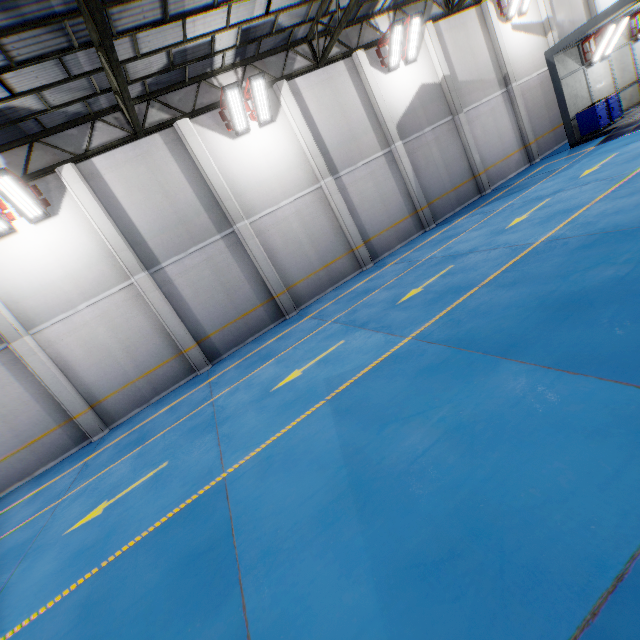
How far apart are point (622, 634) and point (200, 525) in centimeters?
424cm

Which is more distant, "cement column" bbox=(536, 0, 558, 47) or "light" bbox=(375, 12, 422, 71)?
"cement column" bbox=(536, 0, 558, 47)

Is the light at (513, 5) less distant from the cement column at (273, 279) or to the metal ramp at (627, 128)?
the metal ramp at (627, 128)

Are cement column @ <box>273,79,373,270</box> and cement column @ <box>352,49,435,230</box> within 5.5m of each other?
yes

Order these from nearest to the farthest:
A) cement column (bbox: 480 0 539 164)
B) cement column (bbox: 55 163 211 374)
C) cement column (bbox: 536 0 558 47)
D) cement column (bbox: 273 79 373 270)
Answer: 1. cement column (bbox: 55 163 211 374)
2. cement column (bbox: 273 79 373 270)
3. cement column (bbox: 480 0 539 164)
4. cement column (bbox: 536 0 558 47)

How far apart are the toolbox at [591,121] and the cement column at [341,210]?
12.0m

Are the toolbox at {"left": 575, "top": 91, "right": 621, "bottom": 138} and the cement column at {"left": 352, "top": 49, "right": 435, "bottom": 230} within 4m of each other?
no

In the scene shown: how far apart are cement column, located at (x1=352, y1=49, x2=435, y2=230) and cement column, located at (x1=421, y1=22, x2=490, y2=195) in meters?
3.4
